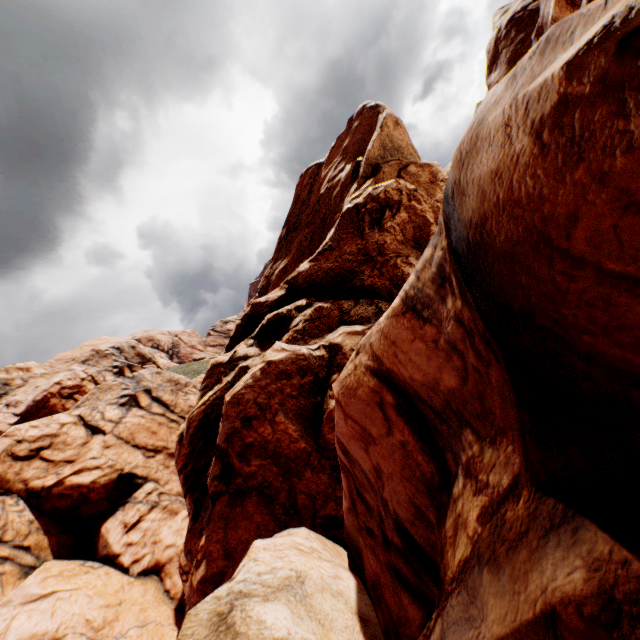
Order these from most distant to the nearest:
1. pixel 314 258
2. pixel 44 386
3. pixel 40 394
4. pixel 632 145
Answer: pixel 44 386 < pixel 40 394 < pixel 314 258 < pixel 632 145
